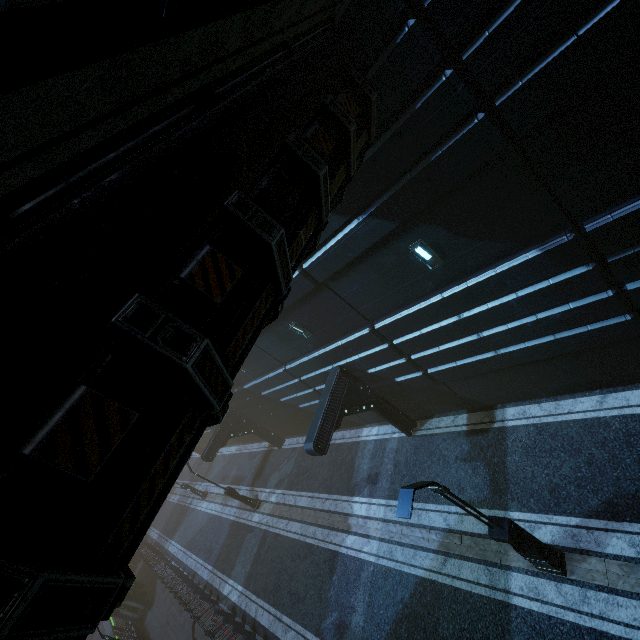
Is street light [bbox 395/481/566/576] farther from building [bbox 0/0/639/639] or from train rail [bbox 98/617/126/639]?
train rail [bbox 98/617/126/639]

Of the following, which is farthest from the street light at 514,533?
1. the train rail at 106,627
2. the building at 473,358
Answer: the train rail at 106,627

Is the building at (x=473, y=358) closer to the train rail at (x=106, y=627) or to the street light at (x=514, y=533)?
the train rail at (x=106, y=627)

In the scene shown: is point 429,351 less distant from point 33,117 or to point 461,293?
point 461,293

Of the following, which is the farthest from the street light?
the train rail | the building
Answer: the train rail

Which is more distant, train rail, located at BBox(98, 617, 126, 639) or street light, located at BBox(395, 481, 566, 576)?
train rail, located at BBox(98, 617, 126, 639)

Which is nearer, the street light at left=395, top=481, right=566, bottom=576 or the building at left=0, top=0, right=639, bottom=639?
the building at left=0, top=0, right=639, bottom=639
